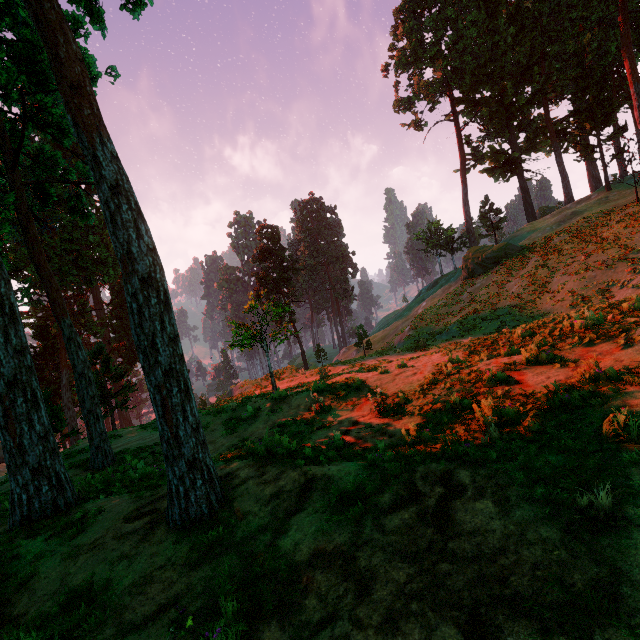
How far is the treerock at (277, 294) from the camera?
23.5m

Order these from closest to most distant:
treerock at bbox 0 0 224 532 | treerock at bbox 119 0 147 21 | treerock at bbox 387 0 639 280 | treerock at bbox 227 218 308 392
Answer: treerock at bbox 0 0 224 532 < treerock at bbox 119 0 147 21 < treerock at bbox 227 218 308 392 < treerock at bbox 387 0 639 280

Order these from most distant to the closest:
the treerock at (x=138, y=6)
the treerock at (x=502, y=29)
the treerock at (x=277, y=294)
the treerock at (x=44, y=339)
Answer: the treerock at (x=502, y=29) < the treerock at (x=277, y=294) < the treerock at (x=138, y=6) < the treerock at (x=44, y=339)

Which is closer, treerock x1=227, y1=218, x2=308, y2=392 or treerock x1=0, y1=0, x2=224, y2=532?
treerock x1=0, y1=0, x2=224, y2=532

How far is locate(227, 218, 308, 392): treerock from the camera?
23.48m

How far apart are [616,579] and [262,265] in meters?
49.7 m
